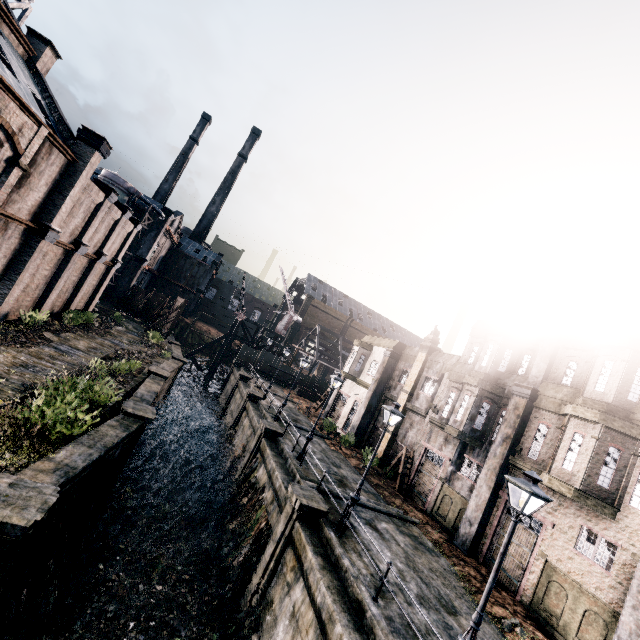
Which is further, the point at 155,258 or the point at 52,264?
the point at 155,258

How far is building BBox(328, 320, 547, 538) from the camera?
19.6m

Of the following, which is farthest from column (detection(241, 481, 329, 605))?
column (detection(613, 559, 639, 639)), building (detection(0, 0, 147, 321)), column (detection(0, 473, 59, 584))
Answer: building (detection(0, 0, 147, 321))

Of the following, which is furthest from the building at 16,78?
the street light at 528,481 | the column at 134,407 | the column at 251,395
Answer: the street light at 528,481

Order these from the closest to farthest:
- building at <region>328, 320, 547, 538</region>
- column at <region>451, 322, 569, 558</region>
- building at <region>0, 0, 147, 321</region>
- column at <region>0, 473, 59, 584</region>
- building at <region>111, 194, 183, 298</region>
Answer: column at <region>0, 473, 59, 584</region>, building at <region>0, 0, 147, 321</region>, column at <region>451, 322, 569, 558</region>, building at <region>328, 320, 547, 538</region>, building at <region>111, 194, 183, 298</region>

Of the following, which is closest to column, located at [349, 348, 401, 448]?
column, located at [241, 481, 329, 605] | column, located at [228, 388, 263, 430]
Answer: column, located at [228, 388, 263, 430]

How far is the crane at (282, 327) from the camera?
56.5 meters

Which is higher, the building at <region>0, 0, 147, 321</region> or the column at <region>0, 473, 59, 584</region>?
the building at <region>0, 0, 147, 321</region>
